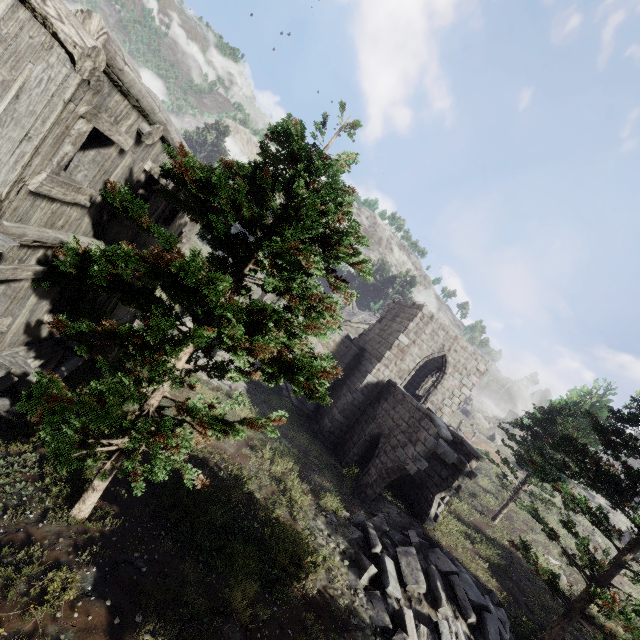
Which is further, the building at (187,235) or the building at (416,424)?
the building at (416,424)

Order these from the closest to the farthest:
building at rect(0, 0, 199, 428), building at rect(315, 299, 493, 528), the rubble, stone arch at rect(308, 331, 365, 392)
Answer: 1. building at rect(0, 0, 199, 428)
2. the rubble
3. building at rect(315, 299, 493, 528)
4. stone arch at rect(308, 331, 365, 392)

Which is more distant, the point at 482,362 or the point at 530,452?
the point at 482,362

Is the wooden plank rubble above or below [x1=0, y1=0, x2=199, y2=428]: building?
above

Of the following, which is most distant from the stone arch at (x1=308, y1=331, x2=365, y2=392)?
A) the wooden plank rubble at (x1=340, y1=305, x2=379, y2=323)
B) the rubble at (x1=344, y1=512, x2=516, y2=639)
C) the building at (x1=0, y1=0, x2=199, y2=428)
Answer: the wooden plank rubble at (x1=340, y1=305, x2=379, y2=323)

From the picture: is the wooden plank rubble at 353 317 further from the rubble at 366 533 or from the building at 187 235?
the building at 187 235

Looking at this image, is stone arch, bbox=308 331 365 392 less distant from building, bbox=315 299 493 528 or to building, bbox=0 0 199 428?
building, bbox=315 299 493 528

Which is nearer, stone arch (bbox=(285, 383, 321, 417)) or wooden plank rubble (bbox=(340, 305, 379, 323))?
stone arch (bbox=(285, 383, 321, 417))
